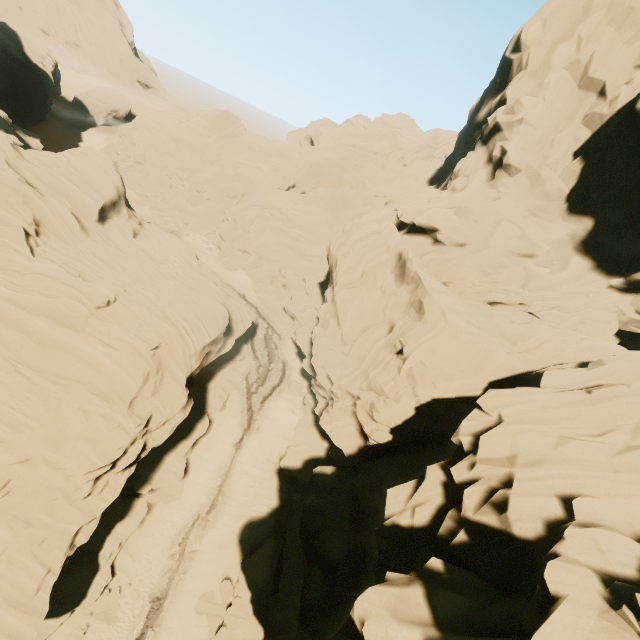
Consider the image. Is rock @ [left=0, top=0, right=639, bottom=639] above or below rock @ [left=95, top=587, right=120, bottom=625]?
above

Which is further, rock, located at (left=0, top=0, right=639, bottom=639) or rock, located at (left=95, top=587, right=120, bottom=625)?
rock, located at (left=95, top=587, right=120, bottom=625)

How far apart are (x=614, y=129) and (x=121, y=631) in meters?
39.2 m

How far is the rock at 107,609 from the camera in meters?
18.5

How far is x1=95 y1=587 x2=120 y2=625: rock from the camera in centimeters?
1853cm

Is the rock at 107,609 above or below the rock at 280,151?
below
